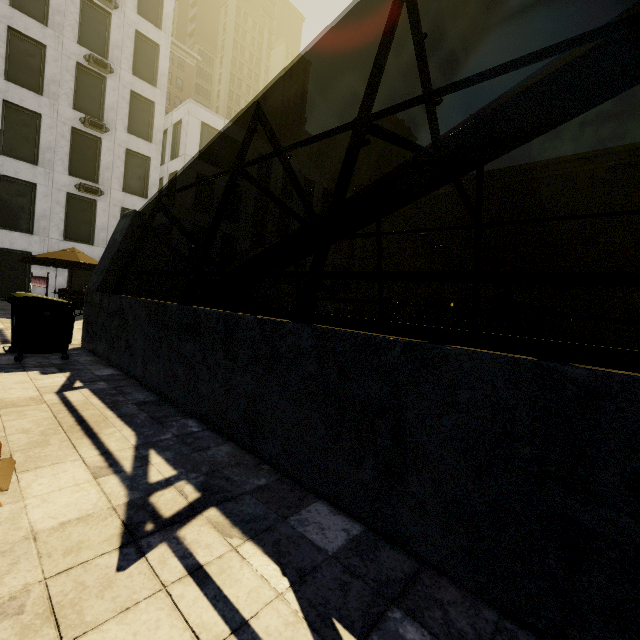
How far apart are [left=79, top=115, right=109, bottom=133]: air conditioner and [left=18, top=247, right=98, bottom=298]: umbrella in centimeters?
1051cm

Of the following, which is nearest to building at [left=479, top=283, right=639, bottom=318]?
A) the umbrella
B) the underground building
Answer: the underground building

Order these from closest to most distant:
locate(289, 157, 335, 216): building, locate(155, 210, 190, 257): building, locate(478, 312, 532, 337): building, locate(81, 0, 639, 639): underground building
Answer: locate(81, 0, 639, 639): underground building, locate(155, 210, 190, 257): building, locate(289, 157, 335, 216): building, locate(478, 312, 532, 337): building

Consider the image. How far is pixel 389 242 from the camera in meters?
47.8 m

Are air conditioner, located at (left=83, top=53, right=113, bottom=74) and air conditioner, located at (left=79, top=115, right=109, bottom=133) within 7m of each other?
yes

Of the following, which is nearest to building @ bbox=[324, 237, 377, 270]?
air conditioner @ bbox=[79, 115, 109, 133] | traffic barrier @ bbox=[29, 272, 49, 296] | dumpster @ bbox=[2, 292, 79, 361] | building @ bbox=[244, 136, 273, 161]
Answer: building @ bbox=[244, 136, 273, 161]

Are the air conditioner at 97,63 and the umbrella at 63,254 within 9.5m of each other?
no

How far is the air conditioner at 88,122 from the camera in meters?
19.4
